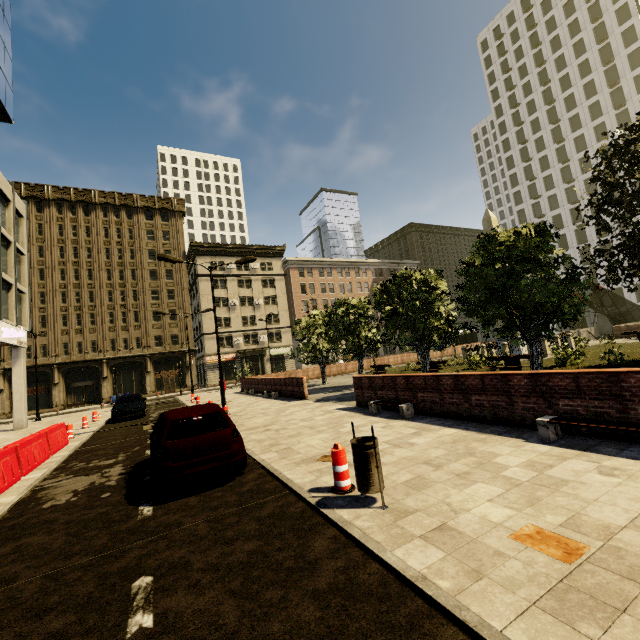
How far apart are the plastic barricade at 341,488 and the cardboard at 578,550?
2.29m

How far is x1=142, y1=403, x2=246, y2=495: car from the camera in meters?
5.8 m

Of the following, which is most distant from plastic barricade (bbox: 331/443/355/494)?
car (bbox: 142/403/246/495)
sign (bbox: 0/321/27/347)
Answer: sign (bbox: 0/321/27/347)

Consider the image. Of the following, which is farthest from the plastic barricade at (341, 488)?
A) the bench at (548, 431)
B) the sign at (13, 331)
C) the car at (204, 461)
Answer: the sign at (13, 331)

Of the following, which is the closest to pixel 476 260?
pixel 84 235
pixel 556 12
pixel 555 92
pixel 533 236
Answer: pixel 533 236

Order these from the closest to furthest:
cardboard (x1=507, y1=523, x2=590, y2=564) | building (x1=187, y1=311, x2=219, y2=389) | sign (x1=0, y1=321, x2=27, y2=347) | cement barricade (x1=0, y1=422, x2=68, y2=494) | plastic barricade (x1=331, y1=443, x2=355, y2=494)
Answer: cardboard (x1=507, y1=523, x2=590, y2=564) → plastic barricade (x1=331, y1=443, x2=355, y2=494) → cement barricade (x1=0, y1=422, x2=68, y2=494) → sign (x1=0, y1=321, x2=27, y2=347) → building (x1=187, y1=311, x2=219, y2=389)

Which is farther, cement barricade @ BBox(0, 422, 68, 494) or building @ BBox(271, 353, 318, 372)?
building @ BBox(271, 353, 318, 372)

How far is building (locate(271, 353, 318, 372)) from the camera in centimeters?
5200cm
